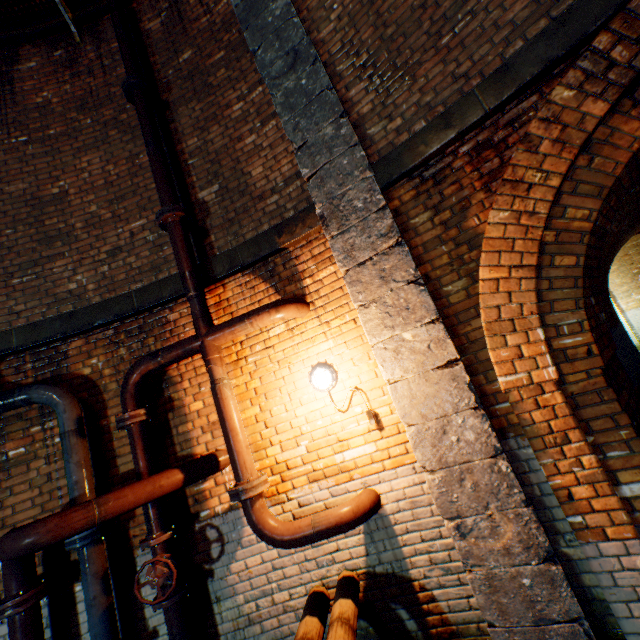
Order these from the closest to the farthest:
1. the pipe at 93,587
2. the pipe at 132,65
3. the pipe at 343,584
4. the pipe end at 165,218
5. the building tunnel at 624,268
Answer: the pipe at 343,584 < the pipe at 93,587 < the pipe end at 165,218 < the pipe at 132,65 < the building tunnel at 624,268

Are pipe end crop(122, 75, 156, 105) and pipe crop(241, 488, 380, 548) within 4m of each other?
no

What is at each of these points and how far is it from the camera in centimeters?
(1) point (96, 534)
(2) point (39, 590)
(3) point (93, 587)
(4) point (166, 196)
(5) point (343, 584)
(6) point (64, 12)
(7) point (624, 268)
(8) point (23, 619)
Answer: (1) pipe end, 298cm
(2) pipe end, 285cm
(3) pipe, 289cm
(4) pipe, 369cm
(5) pipe, 278cm
(6) walkway, 482cm
(7) building tunnel, 1294cm
(8) pipe, 276cm

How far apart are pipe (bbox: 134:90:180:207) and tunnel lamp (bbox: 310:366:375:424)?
2.44m

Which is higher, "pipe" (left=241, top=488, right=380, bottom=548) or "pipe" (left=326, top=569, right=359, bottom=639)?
"pipe" (left=241, top=488, right=380, bottom=548)

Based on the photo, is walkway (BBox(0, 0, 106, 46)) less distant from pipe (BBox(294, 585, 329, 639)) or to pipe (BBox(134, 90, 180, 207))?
pipe (BBox(134, 90, 180, 207))

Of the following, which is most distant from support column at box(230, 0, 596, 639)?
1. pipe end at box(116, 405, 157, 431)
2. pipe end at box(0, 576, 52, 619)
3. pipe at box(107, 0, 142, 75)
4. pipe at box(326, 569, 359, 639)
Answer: pipe end at box(0, 576, 52, 619)

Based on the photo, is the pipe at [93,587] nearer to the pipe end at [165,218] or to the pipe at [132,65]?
the pipe end at [165,218]
